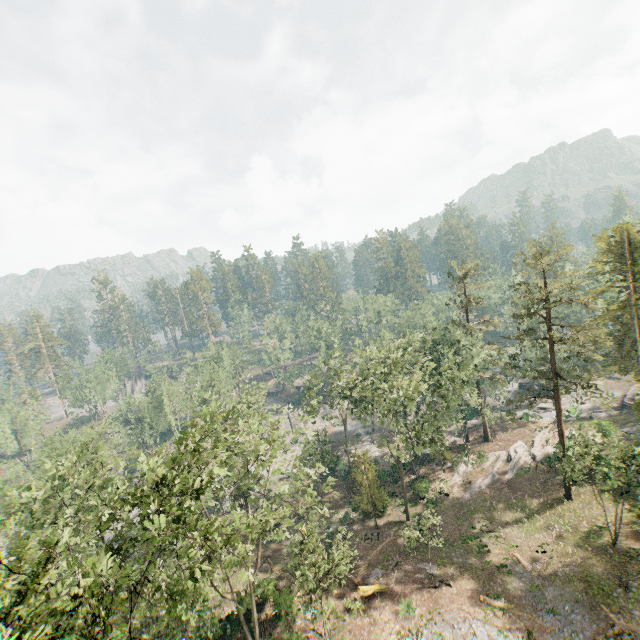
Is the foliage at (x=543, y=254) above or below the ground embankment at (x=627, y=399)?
above

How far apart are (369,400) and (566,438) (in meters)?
26.46

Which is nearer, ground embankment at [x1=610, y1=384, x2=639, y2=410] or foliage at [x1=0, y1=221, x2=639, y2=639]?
foliage at [x1=0, y1=221, x2=639, y2=639]

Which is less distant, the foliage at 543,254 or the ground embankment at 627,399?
the foliage at 543,254

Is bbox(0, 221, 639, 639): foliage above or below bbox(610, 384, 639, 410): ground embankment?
above
